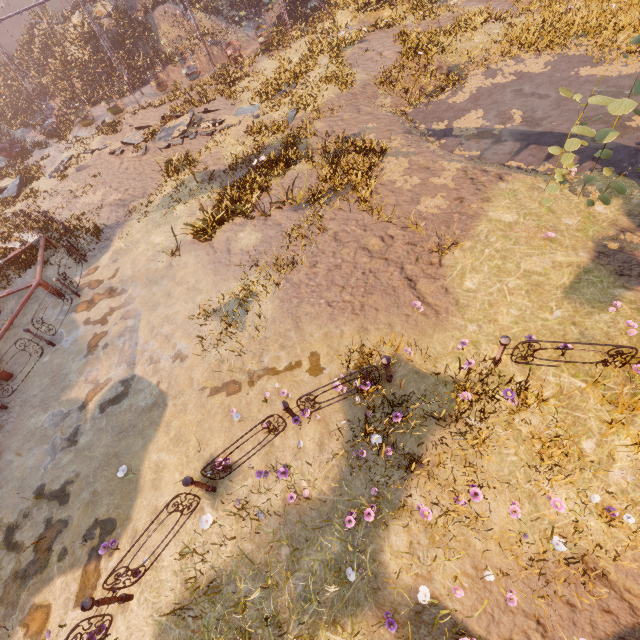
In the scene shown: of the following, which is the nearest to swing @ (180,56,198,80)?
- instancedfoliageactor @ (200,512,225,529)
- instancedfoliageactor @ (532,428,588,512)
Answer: instancedfoliageactor @ (200,512,225,529)

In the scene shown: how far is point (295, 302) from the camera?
8.3 meters

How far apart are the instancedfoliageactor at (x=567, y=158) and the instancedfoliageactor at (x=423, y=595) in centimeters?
899cm

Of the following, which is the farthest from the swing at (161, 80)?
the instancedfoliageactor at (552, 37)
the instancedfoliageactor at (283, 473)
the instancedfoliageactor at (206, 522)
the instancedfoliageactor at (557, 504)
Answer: the instancedfoliageactor at (557, 504)

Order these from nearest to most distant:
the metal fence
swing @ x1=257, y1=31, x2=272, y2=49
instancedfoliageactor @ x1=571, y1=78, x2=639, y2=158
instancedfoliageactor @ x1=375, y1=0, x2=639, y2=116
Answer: the metal fence < instancedfoliageactor @ x1=571, y1=78, x2=639, y2=158 < instancedfoliageactor @ x1=375, y1=0, x2=639, y2=116 < swing @ x1=257, y1=31, x2=272, y2=49

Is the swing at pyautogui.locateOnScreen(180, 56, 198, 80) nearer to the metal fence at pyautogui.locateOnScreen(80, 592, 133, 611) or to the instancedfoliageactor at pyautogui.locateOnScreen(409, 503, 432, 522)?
the metal fence at pyautogui.locateOnScreen(80, 592, 133, 611)

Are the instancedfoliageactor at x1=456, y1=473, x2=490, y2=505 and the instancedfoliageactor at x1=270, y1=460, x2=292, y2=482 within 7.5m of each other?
yes

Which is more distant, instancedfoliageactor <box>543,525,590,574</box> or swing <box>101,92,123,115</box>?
swing <box>101,92,123,115</box>
